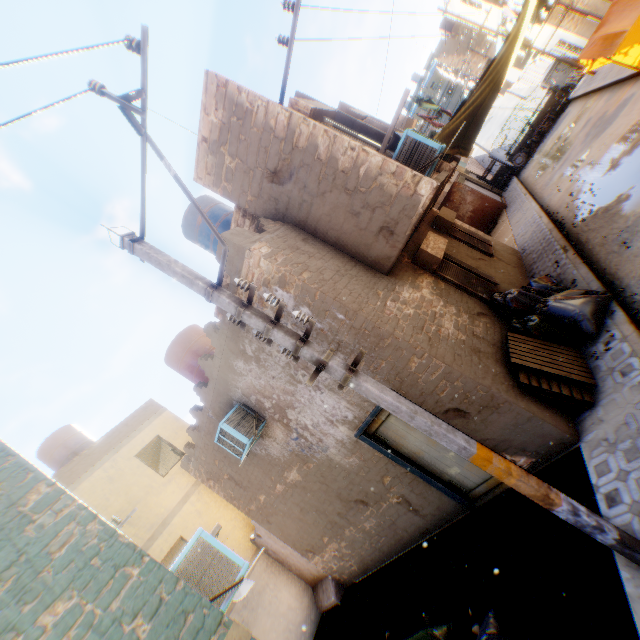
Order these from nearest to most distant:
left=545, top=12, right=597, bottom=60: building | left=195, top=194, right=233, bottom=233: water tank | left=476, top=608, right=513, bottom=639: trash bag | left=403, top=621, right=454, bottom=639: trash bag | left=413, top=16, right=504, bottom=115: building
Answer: left=476, top=608, right=513, bottom=639: trash bag < left=403, top=621, right=454, bottom=639: trash bag < left=195, top=194, right=233, bottom=233: water tank < left=545, top=12, right=597, bottom=60: building < left=413, top=16, right=504, bottom=115: building

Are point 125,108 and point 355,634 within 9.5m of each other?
no

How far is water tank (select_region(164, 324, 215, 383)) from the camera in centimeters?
983cm

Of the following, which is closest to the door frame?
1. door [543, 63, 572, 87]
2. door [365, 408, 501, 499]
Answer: door [365, 408, 501, 499]

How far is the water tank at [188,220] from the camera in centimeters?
976cm

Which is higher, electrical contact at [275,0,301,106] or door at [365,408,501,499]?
electrical contact at [275,0,301,106]

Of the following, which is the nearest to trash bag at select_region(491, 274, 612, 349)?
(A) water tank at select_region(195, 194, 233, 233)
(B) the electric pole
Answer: (B) the electric pole

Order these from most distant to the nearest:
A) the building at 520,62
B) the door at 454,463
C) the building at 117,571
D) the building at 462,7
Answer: the building at 520,62 → the building at 462,7 → the door at 454,463 → the building at 117,571
